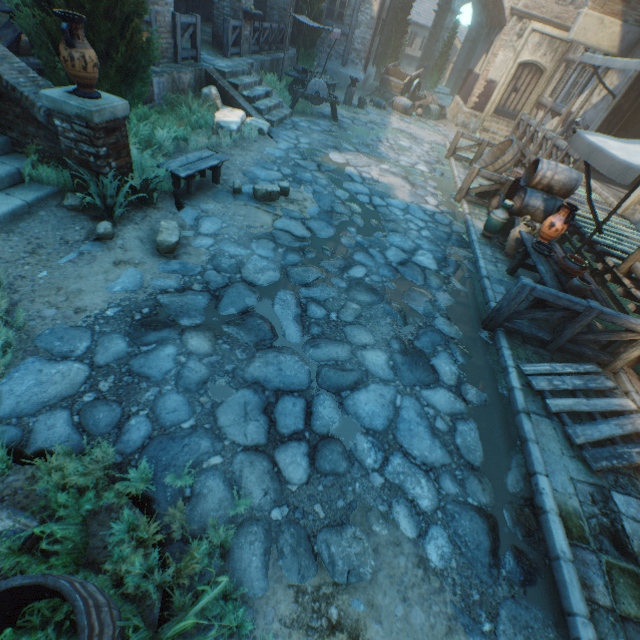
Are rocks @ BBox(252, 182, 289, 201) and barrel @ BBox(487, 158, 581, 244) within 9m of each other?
yes

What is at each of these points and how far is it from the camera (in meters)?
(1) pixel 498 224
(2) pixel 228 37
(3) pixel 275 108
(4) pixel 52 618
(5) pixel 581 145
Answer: (1) ceramic pot, 7.29
(2) fence, 10.18
(3) stairs, 10.55
(4) plants, 1.80
(5) awning, 4.96

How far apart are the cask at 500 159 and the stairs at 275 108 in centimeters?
681cm

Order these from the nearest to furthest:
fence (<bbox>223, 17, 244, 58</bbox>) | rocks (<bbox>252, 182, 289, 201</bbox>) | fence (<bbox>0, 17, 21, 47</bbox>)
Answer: fence (<bbox>0, 17, 21, 47</bbox>)
rocks (<bbox>252, 182, 289, 201</bbox>)
fence (<bbox>223, 17, 244, 58</bbox>)

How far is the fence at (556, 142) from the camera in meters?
8.3 m

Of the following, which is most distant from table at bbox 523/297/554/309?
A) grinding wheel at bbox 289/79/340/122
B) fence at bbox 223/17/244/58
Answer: fence at bbox 223/17/244/58

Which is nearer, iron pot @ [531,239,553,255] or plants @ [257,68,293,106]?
iron pot @ [531,239,553,255]

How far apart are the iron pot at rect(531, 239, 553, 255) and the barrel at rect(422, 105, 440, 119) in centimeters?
1483cm
